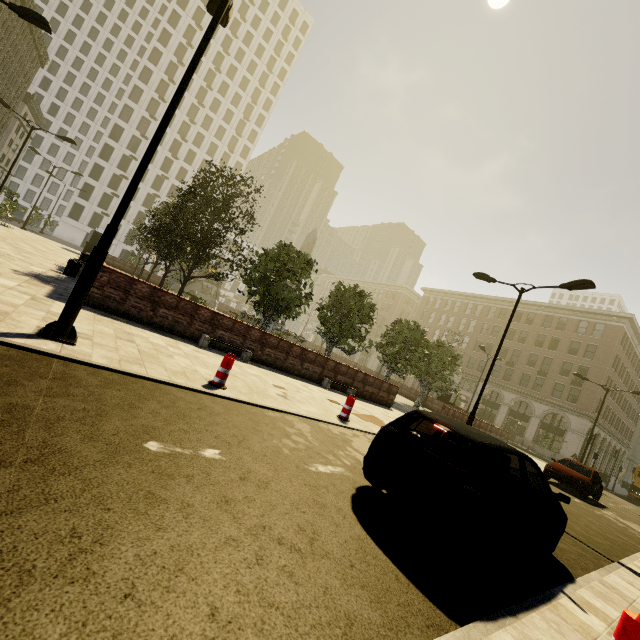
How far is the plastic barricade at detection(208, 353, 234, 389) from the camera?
6.6 meters

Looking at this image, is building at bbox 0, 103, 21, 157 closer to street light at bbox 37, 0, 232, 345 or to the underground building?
street light at bbox 37, 0, 232, 345

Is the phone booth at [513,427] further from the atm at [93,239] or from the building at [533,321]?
the atm at [93,239]

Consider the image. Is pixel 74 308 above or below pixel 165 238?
below

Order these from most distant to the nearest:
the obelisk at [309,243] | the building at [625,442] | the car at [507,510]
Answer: the building at [625,442] < the obelisk at [309,243] < the car at [507,510]

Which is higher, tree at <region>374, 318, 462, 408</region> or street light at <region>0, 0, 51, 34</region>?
street light at <region>0, 0, 51, 34</region>

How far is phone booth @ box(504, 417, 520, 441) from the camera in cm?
4275

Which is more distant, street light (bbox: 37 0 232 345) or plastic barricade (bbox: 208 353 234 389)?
plastic barricade (bbox: 208 353 234 389)
